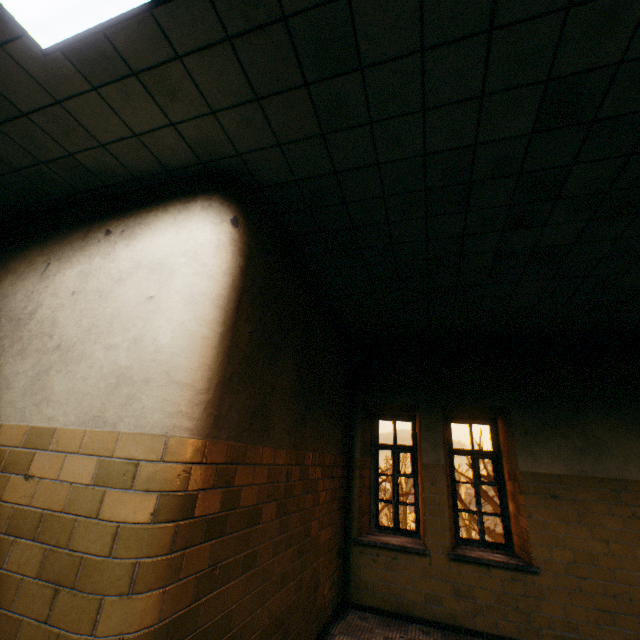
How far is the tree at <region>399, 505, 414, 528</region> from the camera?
22.86m

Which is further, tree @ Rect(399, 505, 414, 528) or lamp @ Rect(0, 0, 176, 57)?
tree @ Rect(399, 505, 414, 528)

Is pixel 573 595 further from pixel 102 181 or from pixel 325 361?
pixel 102 181

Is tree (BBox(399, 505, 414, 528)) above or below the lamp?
below

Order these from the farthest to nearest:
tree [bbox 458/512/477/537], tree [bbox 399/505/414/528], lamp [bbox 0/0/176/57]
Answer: tree [bbox 399/505/414/528]
tree [bbox 458/512/477/537]
lamp [bbox 0/0/176/57]

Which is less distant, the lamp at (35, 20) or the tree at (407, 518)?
the lamp at (35, 20)

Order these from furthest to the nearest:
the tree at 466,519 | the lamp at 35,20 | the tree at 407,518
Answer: the tree at 407,518
the tree at 466,519
the lamp at 35,20
